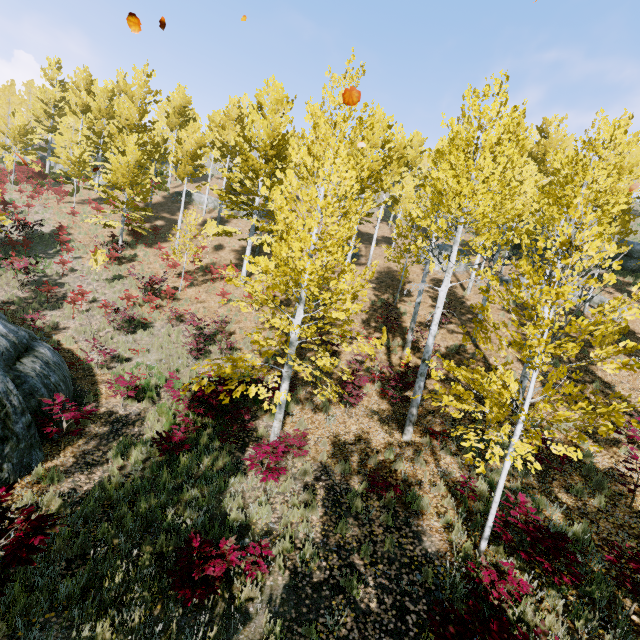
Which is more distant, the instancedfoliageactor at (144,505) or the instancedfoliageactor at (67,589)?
the instancedfoliageactor at (144,505)

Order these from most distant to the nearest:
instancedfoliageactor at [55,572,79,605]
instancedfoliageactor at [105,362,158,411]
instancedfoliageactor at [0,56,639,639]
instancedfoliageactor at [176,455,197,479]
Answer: instancedfoliageactor at [105,362,158,411]
instancedfoliageactor at [176,455,197,479]
instancedfoliageactor at [0,56,639,639]
instancedfoliageactor at [55,572,79,605]

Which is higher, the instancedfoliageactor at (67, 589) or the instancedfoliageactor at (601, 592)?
the instancedfoliageactor at (601, 592)

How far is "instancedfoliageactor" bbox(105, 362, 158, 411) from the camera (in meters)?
9.52

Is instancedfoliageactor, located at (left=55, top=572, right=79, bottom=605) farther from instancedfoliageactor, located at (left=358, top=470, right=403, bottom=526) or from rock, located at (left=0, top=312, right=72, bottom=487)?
rock, located at (left=0, top=312, right=72, bottom=487)

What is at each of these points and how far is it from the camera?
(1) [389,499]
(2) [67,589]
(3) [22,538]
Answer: (1) instancedfoliageactor, 7.0m
(2) instancedfoliageactor, 4.1m
(3) instancedfoliageactor, 3.0m

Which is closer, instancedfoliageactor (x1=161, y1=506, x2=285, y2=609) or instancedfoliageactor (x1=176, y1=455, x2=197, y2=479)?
instancedfoliageactor (x1=161, y1=506, x2=285, y2=609)
